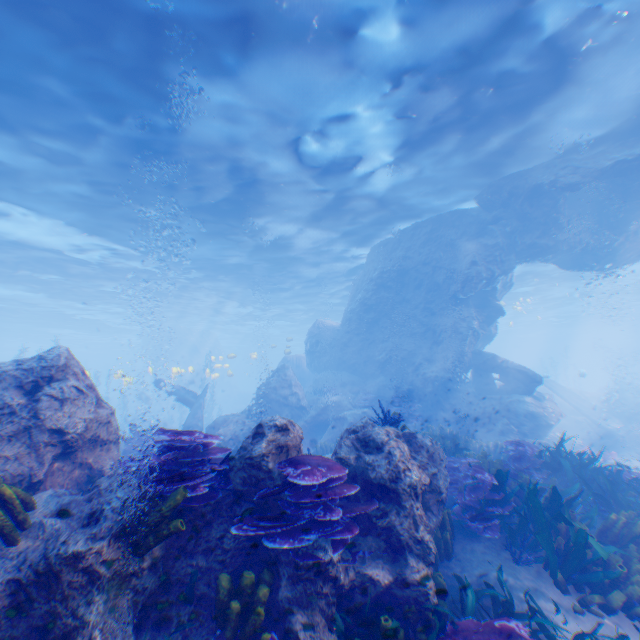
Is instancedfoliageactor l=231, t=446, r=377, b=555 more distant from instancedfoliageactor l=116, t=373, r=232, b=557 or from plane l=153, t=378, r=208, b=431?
plane l=153, t=378, r=208, b=431

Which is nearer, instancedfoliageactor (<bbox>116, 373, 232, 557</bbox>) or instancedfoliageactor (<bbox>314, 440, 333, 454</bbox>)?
instancedfoliageactor (<bbox>116, 373, 232, 557</bbox>)

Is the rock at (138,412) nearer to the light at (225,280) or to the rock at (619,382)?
the light at (225,280)

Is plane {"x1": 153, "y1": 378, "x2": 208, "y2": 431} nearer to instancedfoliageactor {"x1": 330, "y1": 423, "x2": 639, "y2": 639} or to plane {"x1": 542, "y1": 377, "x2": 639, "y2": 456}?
instancedfoliageactor {"x1": 330, "y1": 423, "x2": 639, "y2": 639}

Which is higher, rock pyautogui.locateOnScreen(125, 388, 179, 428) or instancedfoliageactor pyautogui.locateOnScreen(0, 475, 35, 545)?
instancedfoliageactor pyautogui.locateOnScreen(0, 475, 35, 545)

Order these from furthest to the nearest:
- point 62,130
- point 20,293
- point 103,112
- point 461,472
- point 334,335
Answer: point 20,293 → point 334,335 → point 62,130 → point 103,112 → point 461,472

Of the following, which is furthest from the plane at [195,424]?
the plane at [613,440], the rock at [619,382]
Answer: the rock at [619,382]

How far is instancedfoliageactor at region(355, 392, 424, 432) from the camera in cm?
598
